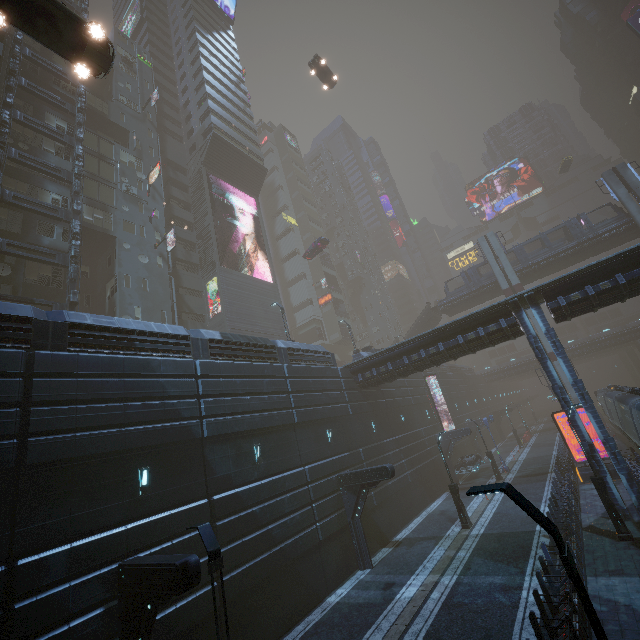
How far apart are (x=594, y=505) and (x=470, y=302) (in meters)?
31.17

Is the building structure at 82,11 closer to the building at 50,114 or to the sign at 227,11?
the building at 50,114

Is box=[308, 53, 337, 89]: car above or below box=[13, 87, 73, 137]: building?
above

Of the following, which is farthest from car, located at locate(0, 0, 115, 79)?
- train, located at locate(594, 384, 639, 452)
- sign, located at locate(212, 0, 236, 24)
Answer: sign, located at locate(212, 0, 236, 24)

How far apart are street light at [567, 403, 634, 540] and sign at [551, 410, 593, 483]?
9.6 meters

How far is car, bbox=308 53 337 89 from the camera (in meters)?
38.31

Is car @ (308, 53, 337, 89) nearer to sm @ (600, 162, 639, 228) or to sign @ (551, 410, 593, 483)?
sm @ (600, 162, 639, 228)

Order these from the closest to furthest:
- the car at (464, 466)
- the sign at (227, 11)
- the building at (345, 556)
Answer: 1. the building at (345, 556)
2. the car at (464, 466)
3. the sign at (227, 11)
